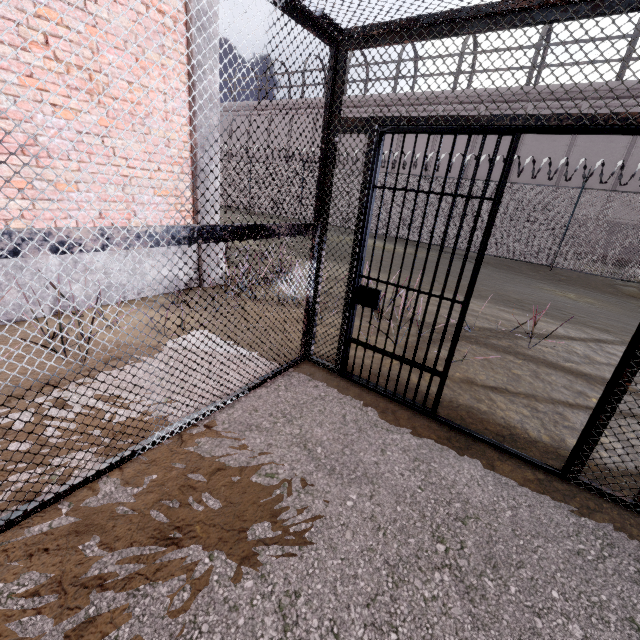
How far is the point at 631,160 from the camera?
16.2 meters

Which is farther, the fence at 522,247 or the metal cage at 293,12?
the fence at 522,247

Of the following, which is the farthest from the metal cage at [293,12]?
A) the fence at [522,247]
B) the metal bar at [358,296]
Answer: the fence at [522,247]

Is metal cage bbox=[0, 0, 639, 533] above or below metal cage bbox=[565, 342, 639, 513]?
above

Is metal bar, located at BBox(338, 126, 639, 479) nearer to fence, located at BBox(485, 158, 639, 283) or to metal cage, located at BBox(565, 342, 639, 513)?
metal cage, located at BBox(565, 342, 639, 513)

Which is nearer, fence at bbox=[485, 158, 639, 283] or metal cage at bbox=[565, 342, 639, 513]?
metal cage at bbox=[565, 342, 639, 513]

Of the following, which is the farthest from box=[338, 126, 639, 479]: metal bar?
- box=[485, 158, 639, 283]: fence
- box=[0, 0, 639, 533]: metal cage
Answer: box=[485, 158, 639, 283]: fence
